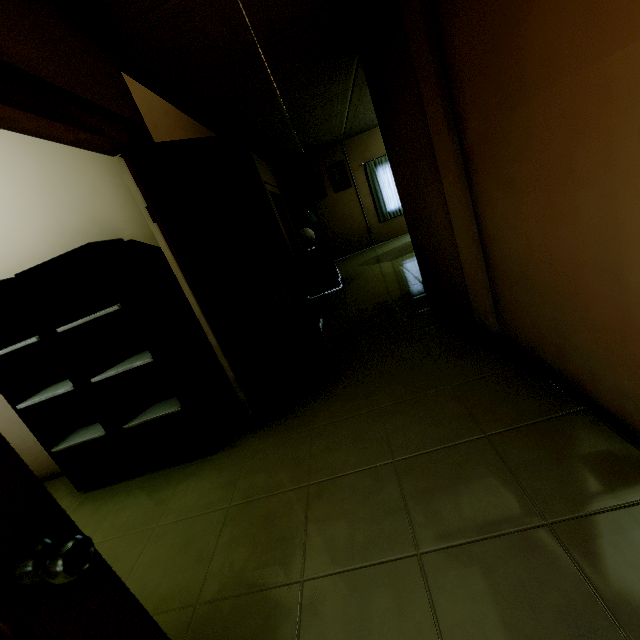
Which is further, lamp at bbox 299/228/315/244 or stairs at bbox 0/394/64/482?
lamp at bbox 299/228/315/244

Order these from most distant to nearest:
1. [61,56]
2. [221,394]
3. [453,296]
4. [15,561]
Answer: [453,296] → [221,394] → [61,56] → [15,561]

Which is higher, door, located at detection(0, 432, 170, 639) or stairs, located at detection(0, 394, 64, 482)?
door, located at detection(0, 432, 170, 639)

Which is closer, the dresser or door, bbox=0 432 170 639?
door, bbox=0 432 170 639

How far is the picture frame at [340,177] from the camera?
8.4 meters

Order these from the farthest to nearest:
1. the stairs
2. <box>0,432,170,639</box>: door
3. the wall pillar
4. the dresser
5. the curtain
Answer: the curtain → the dresser → the stairs → the wall pillar → <box>0,432,170,639</box>: door

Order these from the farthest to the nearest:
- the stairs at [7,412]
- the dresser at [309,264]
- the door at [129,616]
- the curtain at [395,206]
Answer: the curtain at [395,206]
the dresser at [309,264]
the stairs at [7,412]
the door at [129,616]

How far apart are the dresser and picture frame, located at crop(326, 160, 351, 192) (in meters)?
2.90
